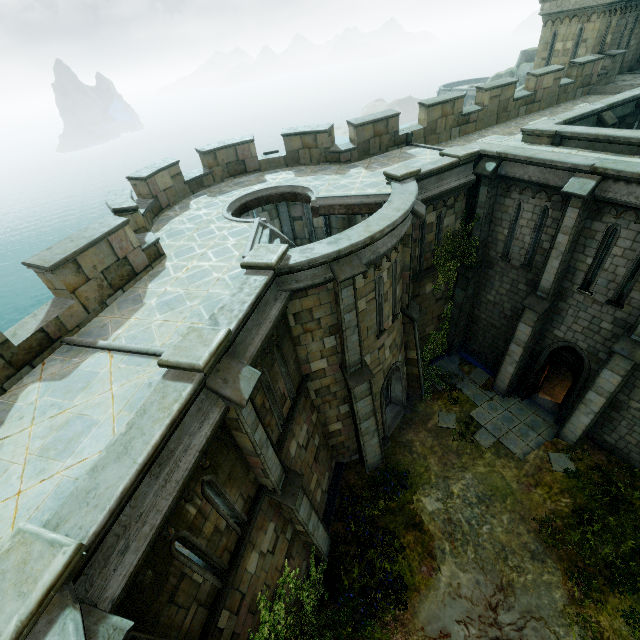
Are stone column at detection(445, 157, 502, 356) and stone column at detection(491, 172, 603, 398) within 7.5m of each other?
yes

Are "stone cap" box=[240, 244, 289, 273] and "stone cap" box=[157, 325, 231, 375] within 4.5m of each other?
yes

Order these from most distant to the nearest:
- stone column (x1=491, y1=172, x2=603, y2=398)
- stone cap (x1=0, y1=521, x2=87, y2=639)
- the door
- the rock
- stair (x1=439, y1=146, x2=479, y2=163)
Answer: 1. the rock
2. the door
3. stair (x1=439, y1=146, x2=479, y2=163)
4. stone column (x1=491, y1=172, x2=603, y2=398)
5. stone cap (x1=0, y1=521, x2=87, y2=639)

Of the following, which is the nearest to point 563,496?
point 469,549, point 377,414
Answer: point 469,549

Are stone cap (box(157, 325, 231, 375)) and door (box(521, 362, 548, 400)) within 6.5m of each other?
no

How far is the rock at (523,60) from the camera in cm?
3431

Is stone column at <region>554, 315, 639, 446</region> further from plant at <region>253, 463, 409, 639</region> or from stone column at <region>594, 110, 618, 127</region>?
stone column at <region>594, 110, 618, 127</region>

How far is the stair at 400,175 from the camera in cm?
1101
